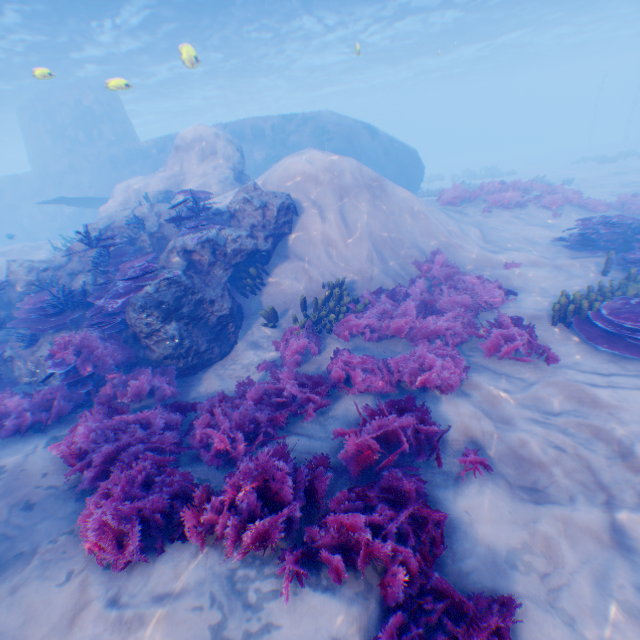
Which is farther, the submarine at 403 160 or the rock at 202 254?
the submarine at 403 160

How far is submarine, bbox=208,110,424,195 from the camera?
18.9m

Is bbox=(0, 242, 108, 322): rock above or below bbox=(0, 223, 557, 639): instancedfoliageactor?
above

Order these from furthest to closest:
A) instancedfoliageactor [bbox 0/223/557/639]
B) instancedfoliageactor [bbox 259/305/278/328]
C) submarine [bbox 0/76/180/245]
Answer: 1. submarine [bbox 0/76/180/245]
2. instancedfoliageactor [bbox 259/305/278/328]
3. instancedfoliageactor [bbox 0/223/557/639]

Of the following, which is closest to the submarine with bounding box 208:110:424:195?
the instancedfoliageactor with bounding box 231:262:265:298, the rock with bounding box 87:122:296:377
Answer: the rock with bounding box 87:122:296:377

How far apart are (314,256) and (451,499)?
6.7 meters

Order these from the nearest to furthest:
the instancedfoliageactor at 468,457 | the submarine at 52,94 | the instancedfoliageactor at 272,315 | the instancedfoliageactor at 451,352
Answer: the instancedfoliageactor at 451,352
the instancedfoliageactor at 468,457
the instancedfoliageactor at 272,315
the submarine at 52,94

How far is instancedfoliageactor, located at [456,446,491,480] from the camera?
4.0 meters
